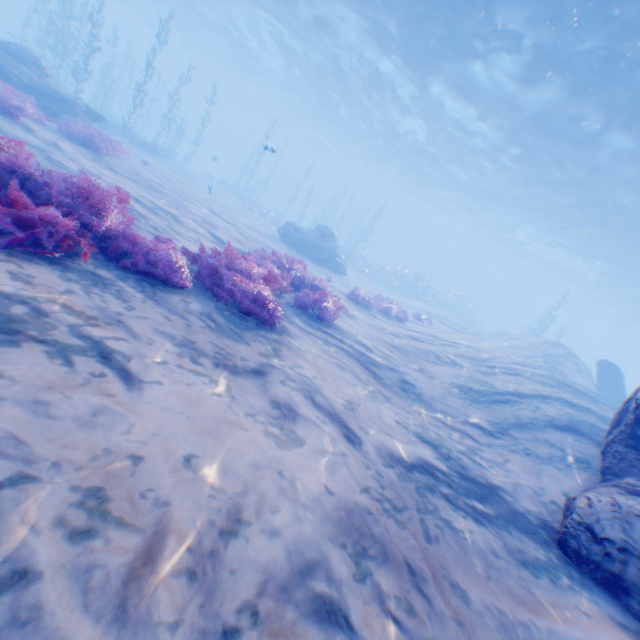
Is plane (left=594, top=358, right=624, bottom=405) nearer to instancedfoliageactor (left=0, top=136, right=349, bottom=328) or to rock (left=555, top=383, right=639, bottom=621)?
rock (left=555, top=383, right=639, bottom=621)

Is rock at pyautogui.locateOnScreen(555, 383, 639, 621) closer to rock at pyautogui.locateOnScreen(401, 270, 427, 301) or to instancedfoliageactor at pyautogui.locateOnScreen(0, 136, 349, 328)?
instancedfoliageactor at pyautogui.locateOnScreen(0, 136, 349, 328)

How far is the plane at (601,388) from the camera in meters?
17.1

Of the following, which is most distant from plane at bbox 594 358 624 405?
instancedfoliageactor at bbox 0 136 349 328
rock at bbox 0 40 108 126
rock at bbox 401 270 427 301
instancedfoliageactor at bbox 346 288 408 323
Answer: rock at bbox 0 40 108 126

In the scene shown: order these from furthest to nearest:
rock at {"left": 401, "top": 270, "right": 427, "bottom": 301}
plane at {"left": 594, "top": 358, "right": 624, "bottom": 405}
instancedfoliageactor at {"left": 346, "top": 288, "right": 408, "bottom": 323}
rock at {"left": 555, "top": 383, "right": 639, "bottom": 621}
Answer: rock at {"left": 401, "top": 270, "right": 427, "bottom": 301}
plane at {"left": 594, "top": 358, "right": 624, "bottom": 405}
instancedfoliageactor at {"left": 346, "top": 288, "right": 408, "bottom": 323}
rock at {"left": 555, "top": 383, "right": 639, "bottom": 621}

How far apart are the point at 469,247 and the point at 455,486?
60.56m

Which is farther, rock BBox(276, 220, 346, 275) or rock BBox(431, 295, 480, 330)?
rock BBox(431, 295, 480, 330)

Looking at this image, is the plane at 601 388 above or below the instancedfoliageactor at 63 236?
above
